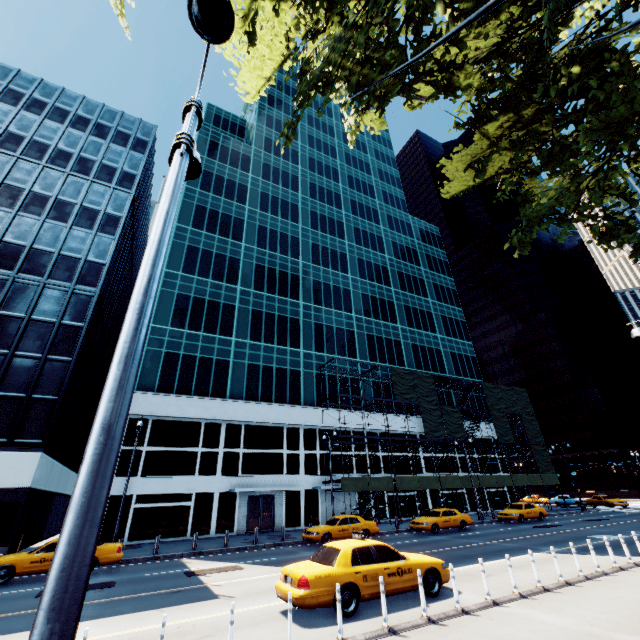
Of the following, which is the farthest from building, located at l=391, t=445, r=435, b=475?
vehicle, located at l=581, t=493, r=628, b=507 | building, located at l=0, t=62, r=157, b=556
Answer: vehicle, located at l=581, t=493, r=628, b=507

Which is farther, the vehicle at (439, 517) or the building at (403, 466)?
the building at (403, 466)

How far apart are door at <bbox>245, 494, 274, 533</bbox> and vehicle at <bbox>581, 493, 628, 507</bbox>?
41.9 meters

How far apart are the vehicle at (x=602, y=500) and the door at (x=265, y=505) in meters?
41.9

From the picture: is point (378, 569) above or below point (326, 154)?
below

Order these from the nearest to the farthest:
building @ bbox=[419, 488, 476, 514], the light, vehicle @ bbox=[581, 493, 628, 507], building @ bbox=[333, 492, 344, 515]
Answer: the light → building @ bbox=[333, 492, 344, 515] → building @ bbox=[419, 488, 476, 514] → vehicle @ bbox=[581, 493, 628, 507]

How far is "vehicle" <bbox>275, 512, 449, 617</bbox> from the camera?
8.1 meters

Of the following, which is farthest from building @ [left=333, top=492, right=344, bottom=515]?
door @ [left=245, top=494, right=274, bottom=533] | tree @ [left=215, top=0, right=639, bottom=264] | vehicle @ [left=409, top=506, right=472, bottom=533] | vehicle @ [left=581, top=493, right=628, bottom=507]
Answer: tree @ [left=215, top=0, right=639, bottom=264]
